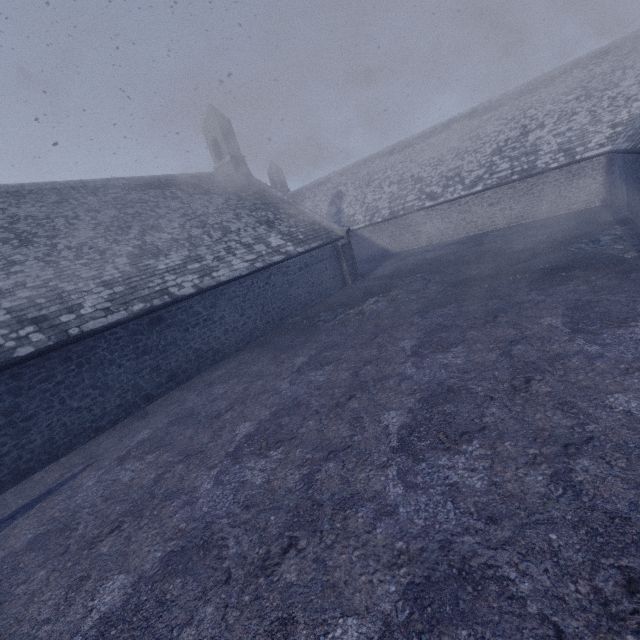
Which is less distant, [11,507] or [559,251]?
[11,507]
